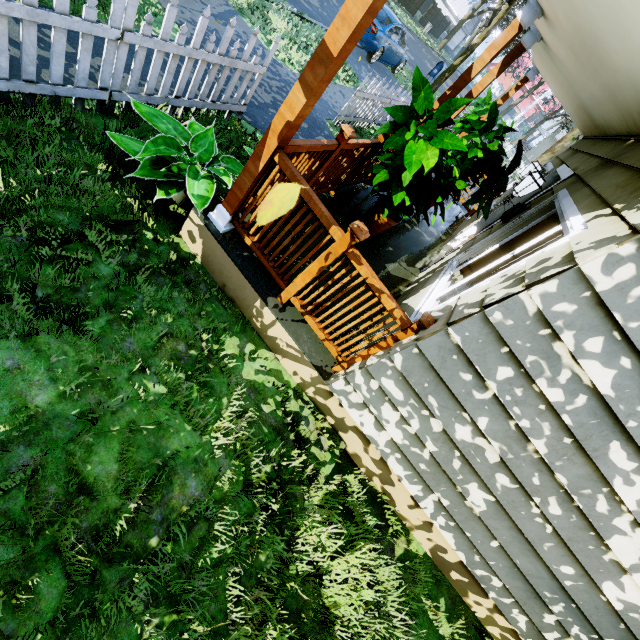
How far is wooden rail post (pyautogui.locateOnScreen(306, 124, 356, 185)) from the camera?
3.03m

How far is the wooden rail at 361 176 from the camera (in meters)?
4.46

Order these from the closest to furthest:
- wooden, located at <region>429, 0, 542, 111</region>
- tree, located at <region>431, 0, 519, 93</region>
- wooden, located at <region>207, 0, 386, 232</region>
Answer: wooden, located at <region>207, 0, 386, 232</region>, wooden, located at <region>429, 0, 542, 111</region>, tree, located at <region>431, 0, 519, 93</region>

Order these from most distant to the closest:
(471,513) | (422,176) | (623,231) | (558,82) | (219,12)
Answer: (219,12) → (558,82) → (422,176) → (471,513) → (623,231)

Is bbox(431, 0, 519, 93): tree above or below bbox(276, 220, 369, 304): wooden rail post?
above

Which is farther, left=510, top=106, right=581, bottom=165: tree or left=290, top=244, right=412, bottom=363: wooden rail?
left=510, top=106, right=581, bottom=165: tree

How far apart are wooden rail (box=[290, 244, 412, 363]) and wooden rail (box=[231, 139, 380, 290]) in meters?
0.1

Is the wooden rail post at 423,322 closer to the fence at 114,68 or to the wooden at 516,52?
the fence at 114,68
